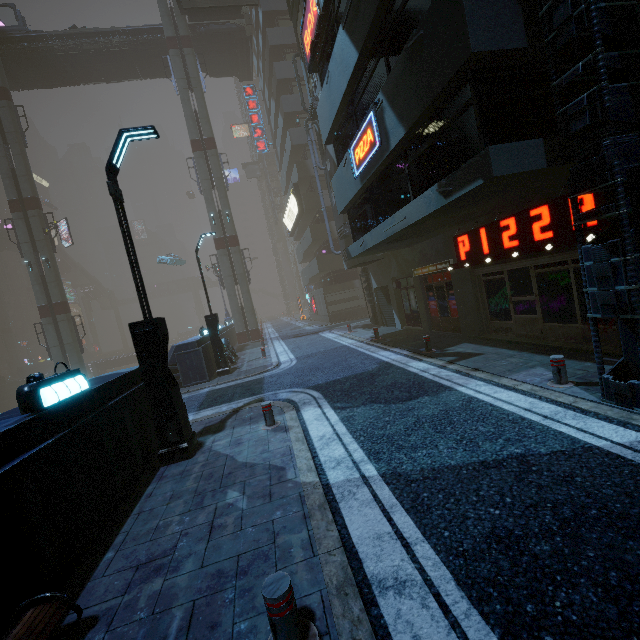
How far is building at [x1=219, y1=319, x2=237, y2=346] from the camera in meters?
23.6

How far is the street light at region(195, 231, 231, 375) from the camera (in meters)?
15.35

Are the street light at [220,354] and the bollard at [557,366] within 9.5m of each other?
no

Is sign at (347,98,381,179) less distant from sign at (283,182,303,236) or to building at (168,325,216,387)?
building at (168,325,216,387)

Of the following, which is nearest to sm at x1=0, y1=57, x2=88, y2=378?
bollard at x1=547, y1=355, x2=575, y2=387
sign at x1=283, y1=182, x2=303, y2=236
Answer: sign at x1=283, y1=182, x2=303, y2=236

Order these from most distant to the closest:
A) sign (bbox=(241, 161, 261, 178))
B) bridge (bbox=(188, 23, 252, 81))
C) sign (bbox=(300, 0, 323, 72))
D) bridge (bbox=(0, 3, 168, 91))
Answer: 1. sign (bbox=(241, 161, 261, 178))
2. bridge (bbox=(188, 23, 252, 81))
3. bridge (bbox=(0, 3, 168, 91))
4. sign (bbox=(300, 0, 323, 72))

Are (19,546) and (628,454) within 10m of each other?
yes

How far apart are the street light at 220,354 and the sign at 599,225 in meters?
10.5 m
